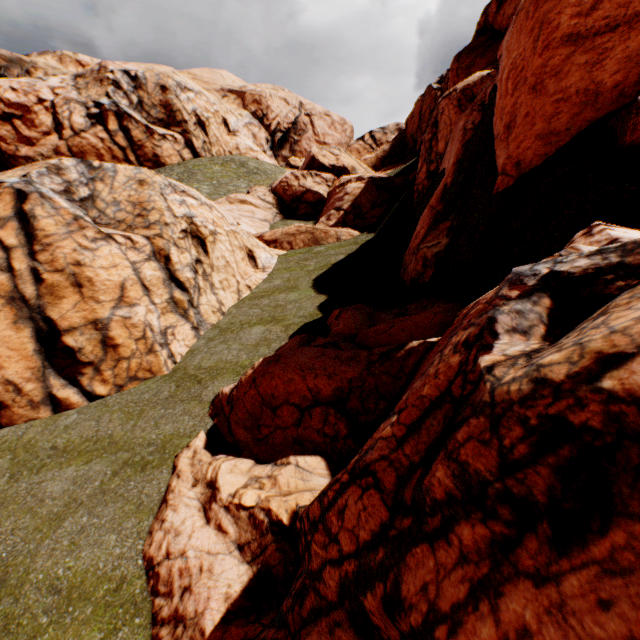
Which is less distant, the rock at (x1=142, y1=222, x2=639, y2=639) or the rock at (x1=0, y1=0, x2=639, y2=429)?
the rock at (x1=142, y1=222, x2=639, y2=639)

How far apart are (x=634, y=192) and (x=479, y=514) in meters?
6.3 m

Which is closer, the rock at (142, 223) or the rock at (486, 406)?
the rock at (486, 406)
